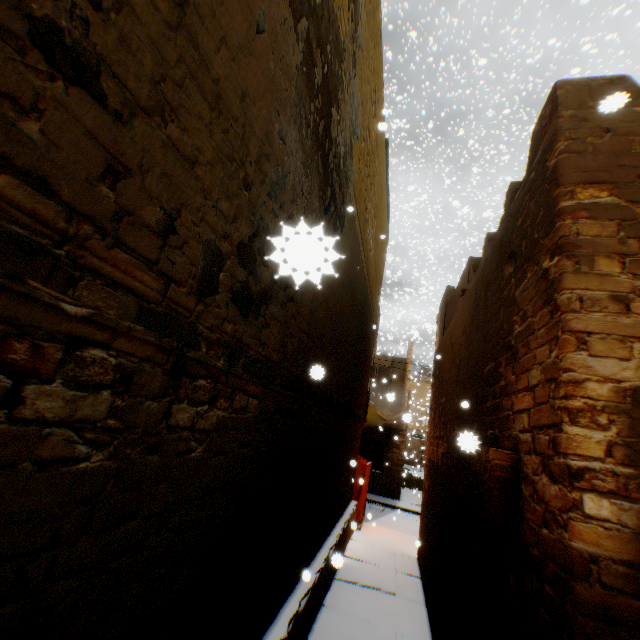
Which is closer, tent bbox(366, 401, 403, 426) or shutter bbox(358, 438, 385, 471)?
tent bbox(366, 401, 403, 426)

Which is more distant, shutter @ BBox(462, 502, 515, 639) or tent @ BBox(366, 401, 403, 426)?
tent @ BBox(366, 401, 403, 426)

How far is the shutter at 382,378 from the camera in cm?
1791

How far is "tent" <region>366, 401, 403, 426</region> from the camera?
13.9m

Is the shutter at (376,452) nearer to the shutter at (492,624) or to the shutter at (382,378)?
the shutter at (382,378)

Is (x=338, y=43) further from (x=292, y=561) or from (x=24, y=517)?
(x=292, y=561)

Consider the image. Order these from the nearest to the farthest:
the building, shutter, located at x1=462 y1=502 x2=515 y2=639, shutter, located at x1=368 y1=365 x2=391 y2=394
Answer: the building, shutter, located at x1=462 y1=502 x2=515 y2=639, shutter, located at x1=368 y1=365 x2=391 y2=394
